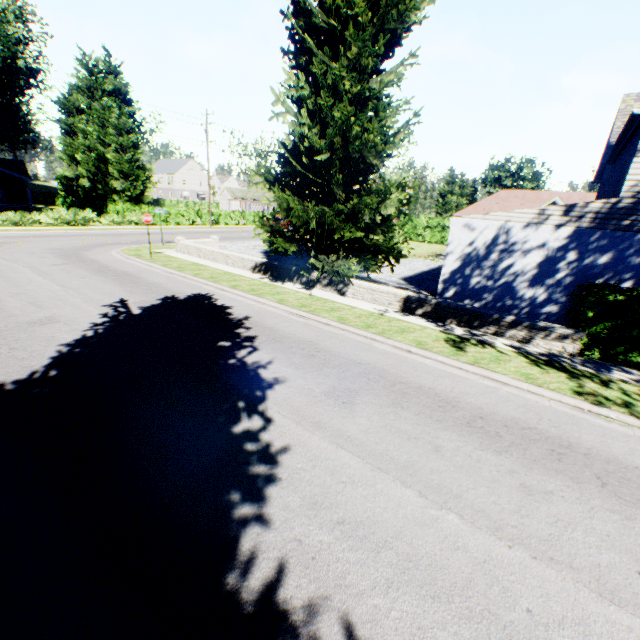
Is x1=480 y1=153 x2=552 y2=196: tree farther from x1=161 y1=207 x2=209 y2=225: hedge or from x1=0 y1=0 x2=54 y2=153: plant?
x1=0 y1=0 x2=54 y2=153: plant

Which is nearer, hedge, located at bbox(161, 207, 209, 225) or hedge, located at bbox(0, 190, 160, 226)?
hedge, located at bbox(0, 190, 160, 226)

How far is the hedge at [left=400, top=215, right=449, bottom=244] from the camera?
38.2m

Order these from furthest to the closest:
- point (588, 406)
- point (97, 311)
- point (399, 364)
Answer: point (97, 311) < point (399, 364) < point (588, 406)

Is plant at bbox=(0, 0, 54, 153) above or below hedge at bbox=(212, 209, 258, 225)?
above

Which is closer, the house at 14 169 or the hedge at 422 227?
the house at 14 169

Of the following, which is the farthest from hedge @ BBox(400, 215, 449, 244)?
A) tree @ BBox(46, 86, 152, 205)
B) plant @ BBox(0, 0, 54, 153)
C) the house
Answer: the house

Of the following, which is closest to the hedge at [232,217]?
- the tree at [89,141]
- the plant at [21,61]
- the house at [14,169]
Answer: the tree at [89,141]
